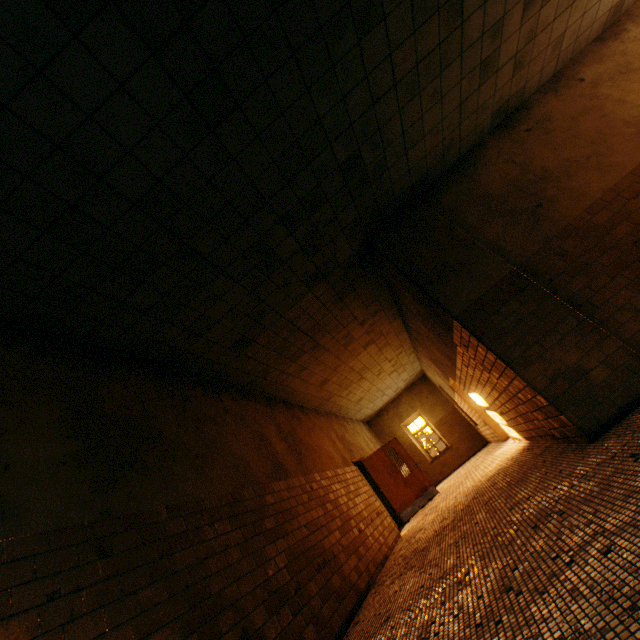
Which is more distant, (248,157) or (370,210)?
(370,210)

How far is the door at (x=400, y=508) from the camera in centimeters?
987cm

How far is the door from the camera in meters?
9.9
